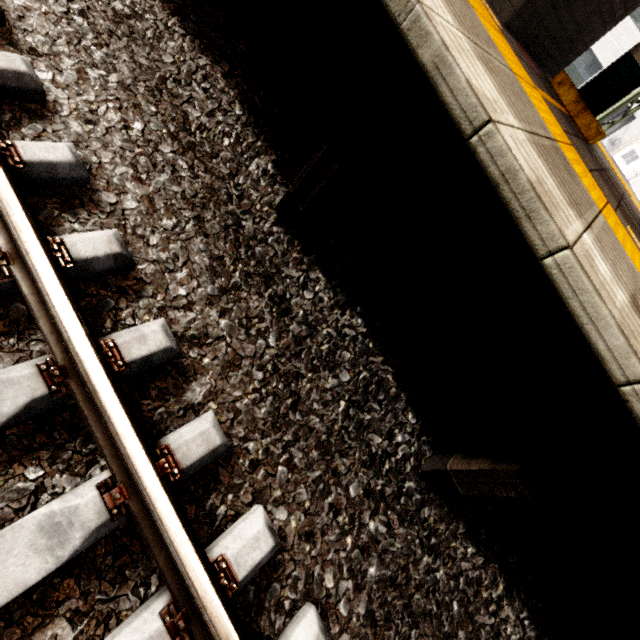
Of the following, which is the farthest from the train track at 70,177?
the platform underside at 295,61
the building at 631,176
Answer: the building at 631,176

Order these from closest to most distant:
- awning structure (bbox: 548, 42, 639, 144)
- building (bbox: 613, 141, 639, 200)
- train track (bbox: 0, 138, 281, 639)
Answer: train track (bbox: 0, 138, 281, 639), awning structure (bbox: 548, 42, 639, 144), building (bbox: 613, 141, 639, 200)

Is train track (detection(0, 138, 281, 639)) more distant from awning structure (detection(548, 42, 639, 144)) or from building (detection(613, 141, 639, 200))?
building (detection(613, 141, 639, 200))

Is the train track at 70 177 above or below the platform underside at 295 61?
below

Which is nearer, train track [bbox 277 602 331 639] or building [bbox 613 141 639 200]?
train track [bbox 277 602 331 639]

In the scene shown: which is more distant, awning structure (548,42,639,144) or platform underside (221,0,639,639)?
awning structure (548,42,639,144)

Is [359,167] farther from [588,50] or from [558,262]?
[588,50]

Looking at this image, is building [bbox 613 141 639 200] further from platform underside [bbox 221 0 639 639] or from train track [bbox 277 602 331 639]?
train track [bbox 277 602 331 639]
